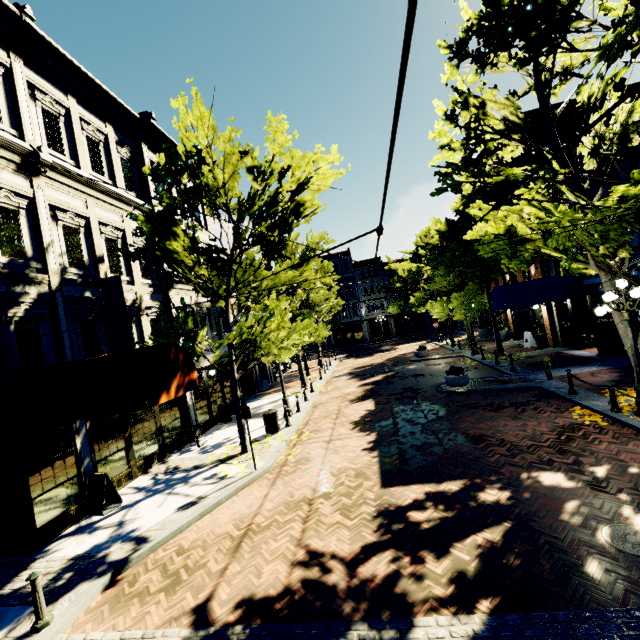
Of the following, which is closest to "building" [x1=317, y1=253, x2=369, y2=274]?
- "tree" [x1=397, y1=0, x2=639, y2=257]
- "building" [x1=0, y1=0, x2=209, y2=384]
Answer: "tree" [x1=397, y1=0, x2=639, y2=257]

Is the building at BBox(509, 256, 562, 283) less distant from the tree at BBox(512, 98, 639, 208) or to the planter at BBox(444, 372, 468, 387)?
the tree at BBox(512, 98, 639, 208)

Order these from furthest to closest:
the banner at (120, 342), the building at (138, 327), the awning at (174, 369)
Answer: the building at (138, 327)
the banner at (120, 342)
the awning at (174, 369)

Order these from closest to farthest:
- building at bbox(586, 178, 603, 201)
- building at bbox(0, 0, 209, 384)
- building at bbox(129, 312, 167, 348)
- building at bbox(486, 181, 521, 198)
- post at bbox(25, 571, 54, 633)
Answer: post at bbox(25, 571, 54, 633) → building at bbox(0, 0, 209, 384) → building at bbox(129, 312, 167, 348) → building at bbox(586, 178, 603, 201) → building at bbox(486, 181, 521, 198)

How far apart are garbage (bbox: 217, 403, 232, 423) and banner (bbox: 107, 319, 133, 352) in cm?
632

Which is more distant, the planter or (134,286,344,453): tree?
the planter

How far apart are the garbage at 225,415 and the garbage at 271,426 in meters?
3.6

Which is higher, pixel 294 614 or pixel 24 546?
pixel 24 546
